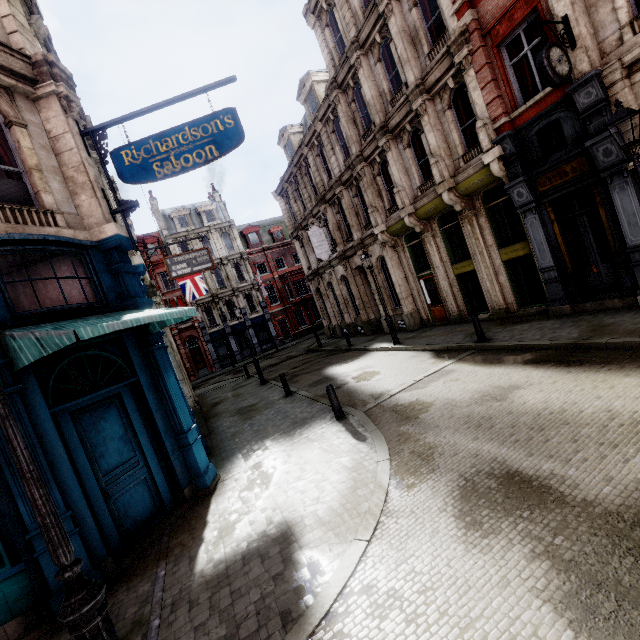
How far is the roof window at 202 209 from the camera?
39.0m

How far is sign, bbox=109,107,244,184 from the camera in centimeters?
716cm

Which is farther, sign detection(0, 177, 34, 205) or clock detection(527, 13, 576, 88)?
clock detection(527, 13, 576, 88)

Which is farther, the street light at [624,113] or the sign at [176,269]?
the sign at [176,269]

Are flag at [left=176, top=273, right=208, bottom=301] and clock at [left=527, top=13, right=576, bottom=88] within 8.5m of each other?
no

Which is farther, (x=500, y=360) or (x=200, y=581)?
(x=500, y=360)

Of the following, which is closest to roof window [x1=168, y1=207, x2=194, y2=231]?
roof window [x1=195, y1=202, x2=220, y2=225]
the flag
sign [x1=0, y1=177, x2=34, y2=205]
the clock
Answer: roof window [x1=195, y1=202, x2=220, y2=225]

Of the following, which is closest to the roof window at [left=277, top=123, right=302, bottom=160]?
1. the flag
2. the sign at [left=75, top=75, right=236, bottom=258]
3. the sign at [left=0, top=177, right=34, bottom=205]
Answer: the flag
